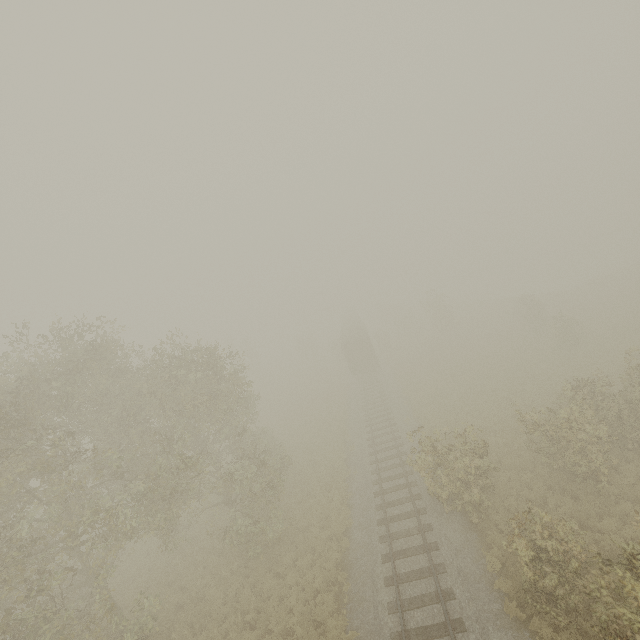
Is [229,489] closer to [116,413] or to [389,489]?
[116,413]

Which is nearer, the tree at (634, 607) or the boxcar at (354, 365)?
the tree at (634, 607)

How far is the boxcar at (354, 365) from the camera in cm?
3609

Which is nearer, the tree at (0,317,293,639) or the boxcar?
the tree at (0,317,293,639)

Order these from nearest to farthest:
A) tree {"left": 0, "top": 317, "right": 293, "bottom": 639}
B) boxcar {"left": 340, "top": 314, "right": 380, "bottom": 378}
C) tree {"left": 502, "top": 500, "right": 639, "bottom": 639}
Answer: tree {"left": 502, "top": 500, "right": 639, "bottom": 639}
tree {"left": 0, "top": 317, "right": 293, "bottom": 639}
boxcar {"left": 340, "top": 314, "right": 380, "bottom": 378}

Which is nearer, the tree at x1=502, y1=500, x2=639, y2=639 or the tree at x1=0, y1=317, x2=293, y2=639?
the tree at x1=502, y1=500, x2=639, y2=639

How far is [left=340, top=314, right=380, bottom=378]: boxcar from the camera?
36.1m
